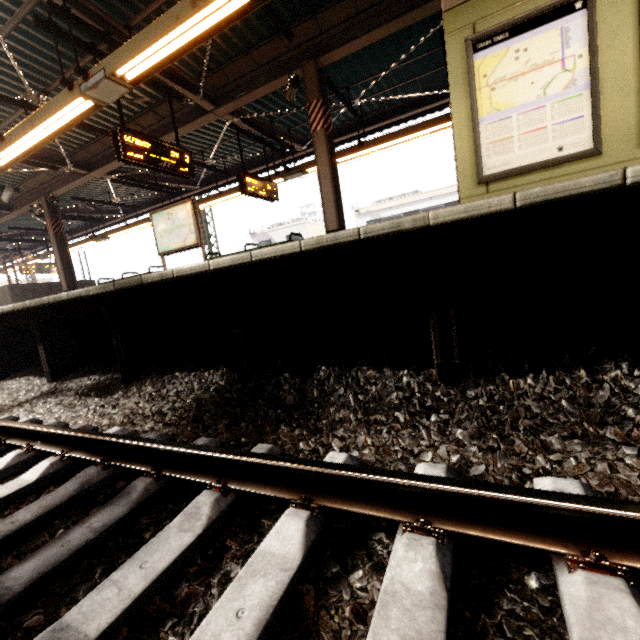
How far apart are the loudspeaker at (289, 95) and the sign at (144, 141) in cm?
220

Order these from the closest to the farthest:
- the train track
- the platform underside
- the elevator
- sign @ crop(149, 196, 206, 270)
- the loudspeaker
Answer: the train track, the platform underside, the elevator, the loudspeaker, sign @ crop(149, 196, 206, 270)

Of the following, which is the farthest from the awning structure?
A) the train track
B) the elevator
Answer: the train track

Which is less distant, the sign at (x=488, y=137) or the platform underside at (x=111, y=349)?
the platform underside at (x=111, y=349)

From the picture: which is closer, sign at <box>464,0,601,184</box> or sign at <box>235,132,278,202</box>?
sign at <box>464,0,601,184</box>

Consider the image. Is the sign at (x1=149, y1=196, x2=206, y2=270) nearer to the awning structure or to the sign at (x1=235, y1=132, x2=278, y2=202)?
the awning structure

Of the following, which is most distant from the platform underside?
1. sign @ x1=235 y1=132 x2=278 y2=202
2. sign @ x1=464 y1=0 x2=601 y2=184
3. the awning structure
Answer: sign @ x1=235 y1=132 x2=278 y2=202

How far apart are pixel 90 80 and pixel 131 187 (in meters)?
9.15
